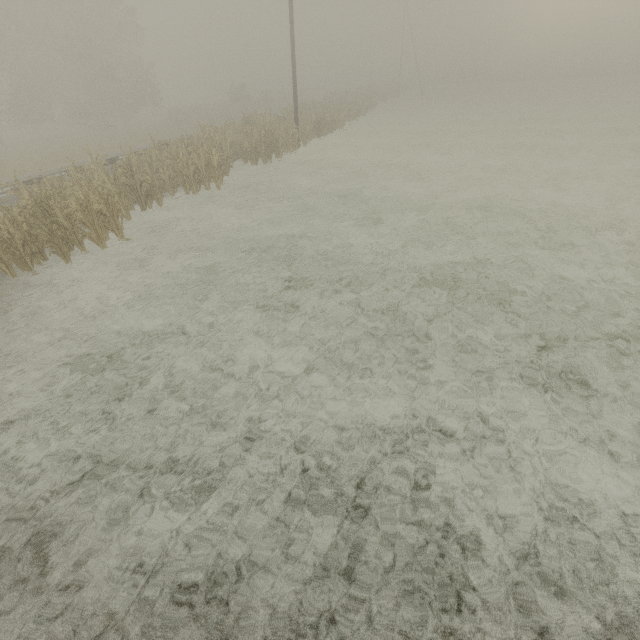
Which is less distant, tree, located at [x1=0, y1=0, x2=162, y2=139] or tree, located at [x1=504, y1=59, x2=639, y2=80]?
tree, located at [x1=0, y1=0, x2=162, y2=139]

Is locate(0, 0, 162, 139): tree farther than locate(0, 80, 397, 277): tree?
Yes

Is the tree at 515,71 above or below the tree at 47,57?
below

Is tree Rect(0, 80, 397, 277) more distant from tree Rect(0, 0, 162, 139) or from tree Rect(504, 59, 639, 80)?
tree Rect(504, 59, 639, 80)

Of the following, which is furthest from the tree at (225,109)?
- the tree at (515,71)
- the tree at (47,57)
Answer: the tree at (515,71)

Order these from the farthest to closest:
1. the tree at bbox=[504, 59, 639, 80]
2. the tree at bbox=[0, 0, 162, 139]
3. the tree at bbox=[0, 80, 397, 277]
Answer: the tree at bbox=[504, 59, 639, 80] < the tree at bbox=[0, 0, 162, 139] < the tree at bbox=[0, 80, 397, 277]

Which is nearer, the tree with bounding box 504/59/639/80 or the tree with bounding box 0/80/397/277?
the tree with bounding box 0/80/397/277

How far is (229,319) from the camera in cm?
682
